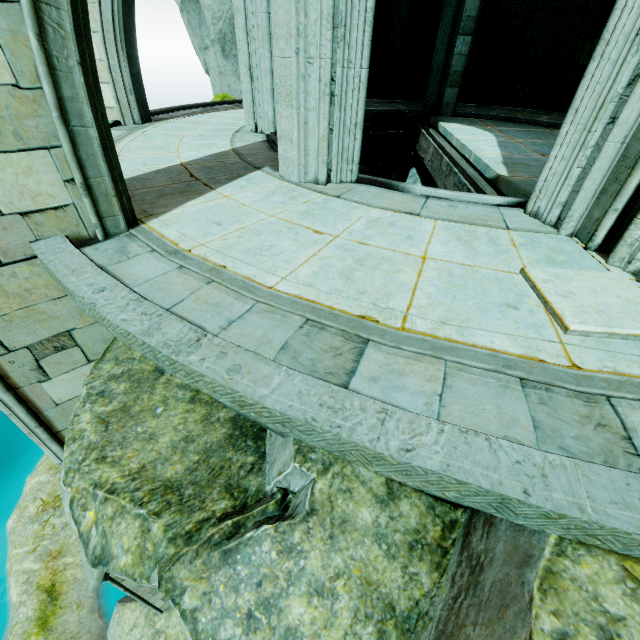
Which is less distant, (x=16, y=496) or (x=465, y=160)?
(x=465, y=160)

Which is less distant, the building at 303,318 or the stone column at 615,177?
the building at 303,318

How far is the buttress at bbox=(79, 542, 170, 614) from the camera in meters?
5.6 m

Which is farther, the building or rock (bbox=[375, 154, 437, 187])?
rock (bbox=[375, 154, 437, 187])

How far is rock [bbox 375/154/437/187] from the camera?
10.2m

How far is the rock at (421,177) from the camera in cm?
1016

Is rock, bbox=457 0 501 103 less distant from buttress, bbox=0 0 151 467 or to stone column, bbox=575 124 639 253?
buttress, bbox=0 0 151 467
